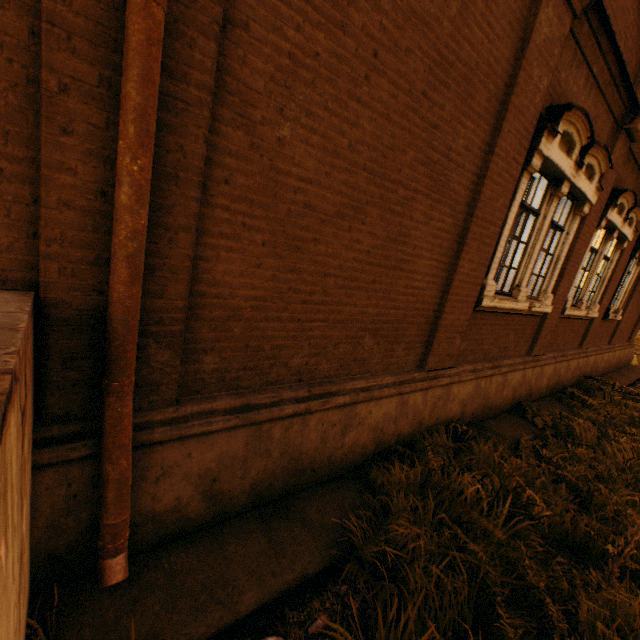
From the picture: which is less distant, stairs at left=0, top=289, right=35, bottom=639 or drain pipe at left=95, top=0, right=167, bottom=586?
stairs at left=0, top=289, right=35, bottom=639

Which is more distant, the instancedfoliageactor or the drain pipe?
the instancedfoliageactor

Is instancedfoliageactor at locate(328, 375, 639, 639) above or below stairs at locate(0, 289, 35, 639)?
below

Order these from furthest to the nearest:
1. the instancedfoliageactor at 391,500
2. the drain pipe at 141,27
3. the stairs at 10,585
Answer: the instancedfoliageactor at 391,500 < the drain pipe at 141,27 < the stairs at 10,585

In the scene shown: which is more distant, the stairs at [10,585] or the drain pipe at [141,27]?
the drain pipe at [141,27]

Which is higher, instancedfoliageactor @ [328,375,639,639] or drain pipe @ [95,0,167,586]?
drain pipe @ [95,0,167,586]

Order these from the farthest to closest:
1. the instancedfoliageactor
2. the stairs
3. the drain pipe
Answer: the instancedfoliageactor
the drain pipe
the stairs

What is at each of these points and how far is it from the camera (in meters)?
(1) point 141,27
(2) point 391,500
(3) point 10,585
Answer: (1) drain pipe, 1.48
(2) instancedfoliageactor, 3.30
(3) stairs, 1.07
